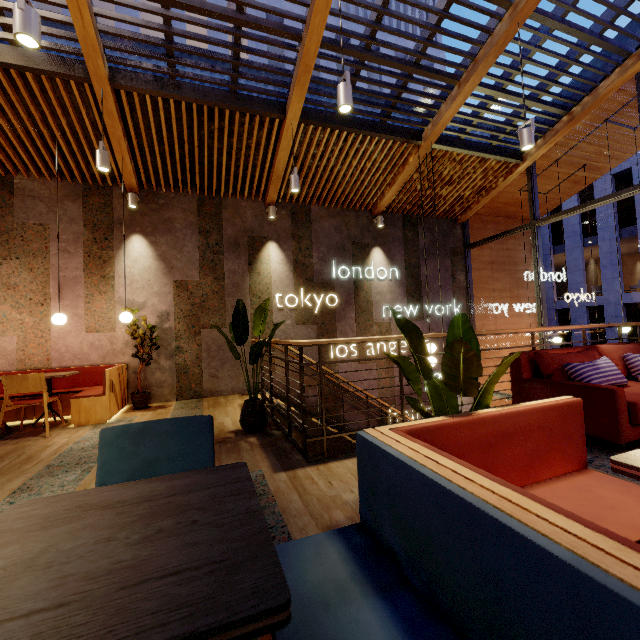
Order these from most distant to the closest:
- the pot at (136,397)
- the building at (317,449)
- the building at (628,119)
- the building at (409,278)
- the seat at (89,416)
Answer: the building at (317,449), the building at (628,119), the pot at (136,397), the seat at (89,416), the building at (409,278)

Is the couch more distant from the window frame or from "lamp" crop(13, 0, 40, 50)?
"lamp" crop(13, 0, 40, 50)

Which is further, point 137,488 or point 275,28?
point 275,28

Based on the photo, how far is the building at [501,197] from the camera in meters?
8.4 m

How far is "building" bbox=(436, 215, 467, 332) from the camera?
8.7m

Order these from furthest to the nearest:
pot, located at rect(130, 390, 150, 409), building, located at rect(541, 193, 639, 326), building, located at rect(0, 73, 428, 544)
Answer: building, located at rect(541, 193, 639, 326) → pot, located at rect(130, 390, 150, 409) → building, located at rect(0, 73, 428, 544)

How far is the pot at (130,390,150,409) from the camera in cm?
565

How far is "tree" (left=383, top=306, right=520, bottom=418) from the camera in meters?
1.5
